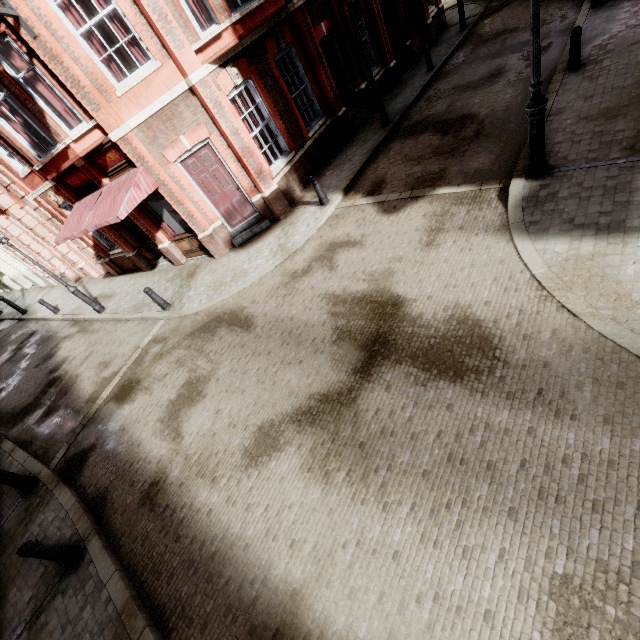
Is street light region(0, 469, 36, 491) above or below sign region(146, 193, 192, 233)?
below

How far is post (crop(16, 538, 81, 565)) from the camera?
5.31m

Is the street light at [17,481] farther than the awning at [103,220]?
No

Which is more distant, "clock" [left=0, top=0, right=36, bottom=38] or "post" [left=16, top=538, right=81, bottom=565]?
"clock" [left=0, top=0, right=36, bottom=38]

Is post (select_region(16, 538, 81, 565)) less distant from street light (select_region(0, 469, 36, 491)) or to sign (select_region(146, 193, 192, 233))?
street light (select_region(0, 469, 36, 491))

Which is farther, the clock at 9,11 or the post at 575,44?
the post at 575,44

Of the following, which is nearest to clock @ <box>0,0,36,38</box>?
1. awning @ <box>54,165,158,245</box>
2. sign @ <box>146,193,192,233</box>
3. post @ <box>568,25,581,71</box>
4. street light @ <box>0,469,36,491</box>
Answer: awning @ <box>54,165,158,245</box>

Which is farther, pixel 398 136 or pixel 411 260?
pixel 398 136
